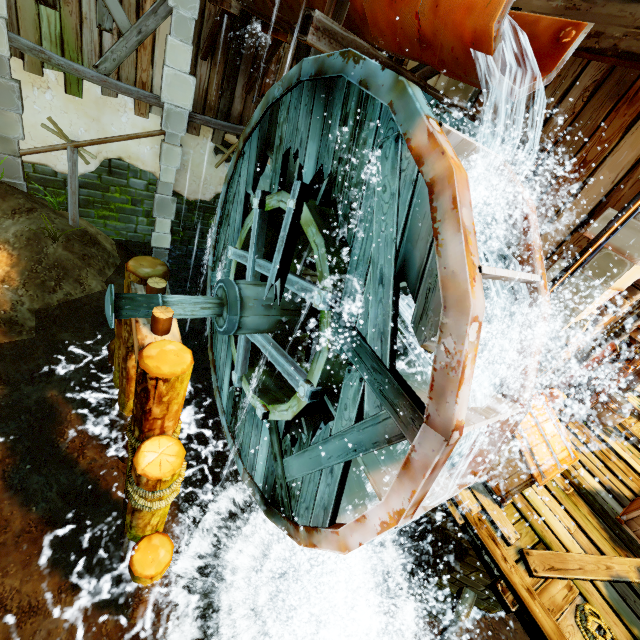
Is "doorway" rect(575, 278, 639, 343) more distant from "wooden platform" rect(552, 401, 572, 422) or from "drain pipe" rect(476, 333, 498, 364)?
"drain pipe" rect(476, 333, 498, 364)

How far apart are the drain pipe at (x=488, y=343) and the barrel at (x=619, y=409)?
4.7m

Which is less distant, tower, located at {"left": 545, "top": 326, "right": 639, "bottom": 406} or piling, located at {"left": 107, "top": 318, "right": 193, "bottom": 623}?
piling, located at {"left": 107, "top": 318, "right": 193, "bottom": 623}

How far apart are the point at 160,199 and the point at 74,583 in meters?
9.2 m

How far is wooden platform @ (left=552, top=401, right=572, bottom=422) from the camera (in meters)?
7.00

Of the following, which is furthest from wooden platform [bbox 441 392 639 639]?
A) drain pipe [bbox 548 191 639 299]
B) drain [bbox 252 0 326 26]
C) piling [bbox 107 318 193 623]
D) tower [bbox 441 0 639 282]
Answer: drain [bbox 252 0 326 26]

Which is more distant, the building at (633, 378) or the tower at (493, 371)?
the building at (633, 378)

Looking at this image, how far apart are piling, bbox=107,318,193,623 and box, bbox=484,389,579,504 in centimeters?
407cm
